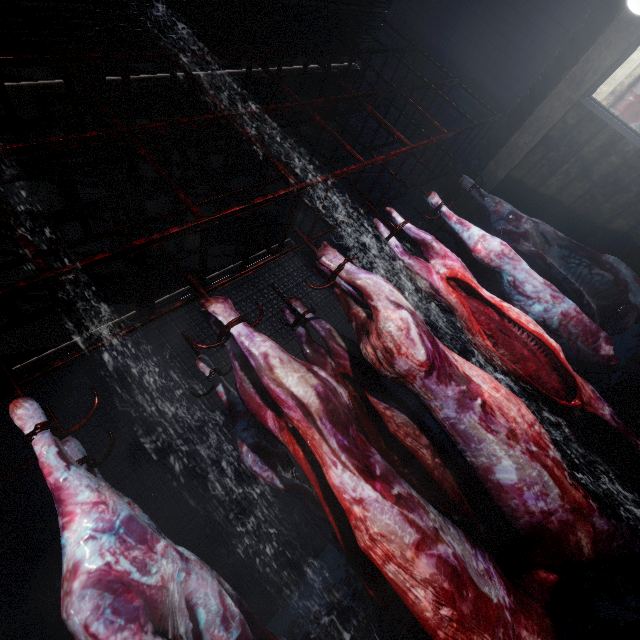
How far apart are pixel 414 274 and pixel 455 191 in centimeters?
238cm

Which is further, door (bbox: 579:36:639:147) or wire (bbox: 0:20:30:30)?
door (bbox: 579:36:639:147)

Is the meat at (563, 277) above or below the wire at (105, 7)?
below

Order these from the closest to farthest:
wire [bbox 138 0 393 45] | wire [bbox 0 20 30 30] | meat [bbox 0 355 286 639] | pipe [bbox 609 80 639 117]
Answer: meat [bbox 0 355 286 639]
wire [bbox 0 20 30 30]
wire [bbox 138 0 393 45]
pipe [bbox 609 80 639 117]

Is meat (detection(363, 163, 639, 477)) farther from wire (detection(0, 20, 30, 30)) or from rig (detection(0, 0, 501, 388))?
wire (detection(0, 20, 30, 30))

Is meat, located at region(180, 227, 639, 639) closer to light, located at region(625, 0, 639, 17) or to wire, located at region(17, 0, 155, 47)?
wire, located at region(17, 0, 155, 47)

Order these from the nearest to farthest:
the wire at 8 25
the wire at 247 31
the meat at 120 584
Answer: the meat at 120 584, the wire at 8 25, the wire at 247 31

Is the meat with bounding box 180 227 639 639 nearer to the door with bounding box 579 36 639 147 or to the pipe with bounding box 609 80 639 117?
the door with bounding box 579 36 639 147
